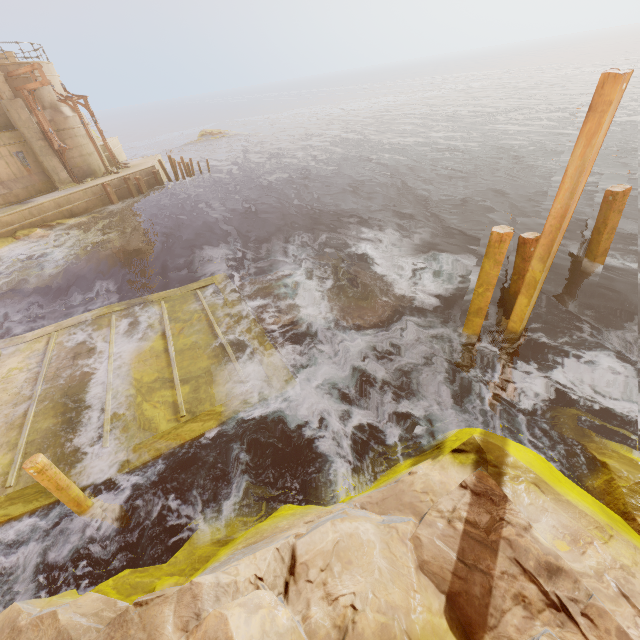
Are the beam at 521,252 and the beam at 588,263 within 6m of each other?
yes

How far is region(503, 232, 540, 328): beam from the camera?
7.4 meters

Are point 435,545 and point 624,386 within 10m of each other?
yes

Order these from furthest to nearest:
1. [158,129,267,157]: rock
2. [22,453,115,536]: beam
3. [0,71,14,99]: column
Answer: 1. [158,129,267,157]: rock
2. [0,71,14,99]: column
3. [22,453,115,536]: beam

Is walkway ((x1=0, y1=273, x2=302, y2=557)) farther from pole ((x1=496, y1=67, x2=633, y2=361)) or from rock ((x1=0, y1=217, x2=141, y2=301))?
pole ((x1=496, y1=67, x2=633, y2=361))

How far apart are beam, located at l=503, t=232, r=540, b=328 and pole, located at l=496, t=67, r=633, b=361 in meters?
0.6 m

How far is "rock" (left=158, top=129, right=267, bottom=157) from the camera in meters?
45.0

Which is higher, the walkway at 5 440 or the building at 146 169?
the building at 146 169
